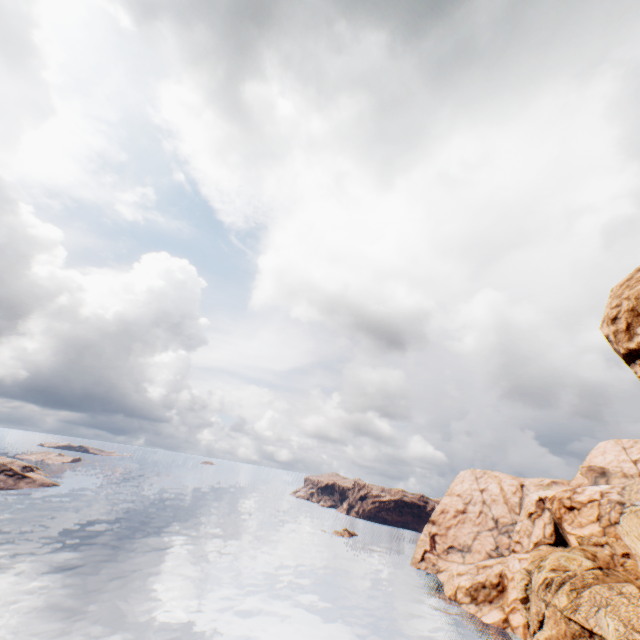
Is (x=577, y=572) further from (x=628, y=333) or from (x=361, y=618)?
(x=628, y=333)

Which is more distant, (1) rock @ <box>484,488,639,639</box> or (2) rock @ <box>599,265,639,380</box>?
(1) rock @ <box>484,488,639,639</box>

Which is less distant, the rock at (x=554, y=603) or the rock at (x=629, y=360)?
the rock at (x=629, y=360)

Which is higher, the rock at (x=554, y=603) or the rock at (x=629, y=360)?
the rock at (x=629, y=360)

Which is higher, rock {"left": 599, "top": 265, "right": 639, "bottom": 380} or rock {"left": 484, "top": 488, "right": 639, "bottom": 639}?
rock {"left": 599, "top": 265, "right": 639, "bottom": 380}
